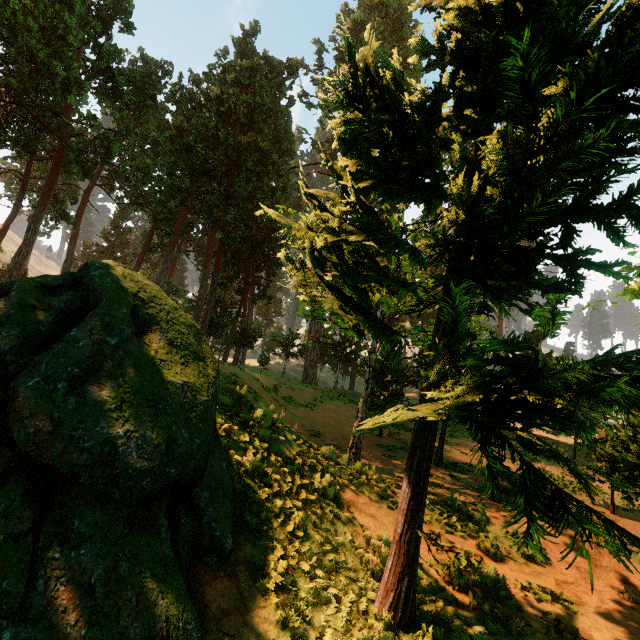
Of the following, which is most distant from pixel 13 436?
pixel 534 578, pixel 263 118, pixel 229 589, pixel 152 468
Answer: pixel 263 118
